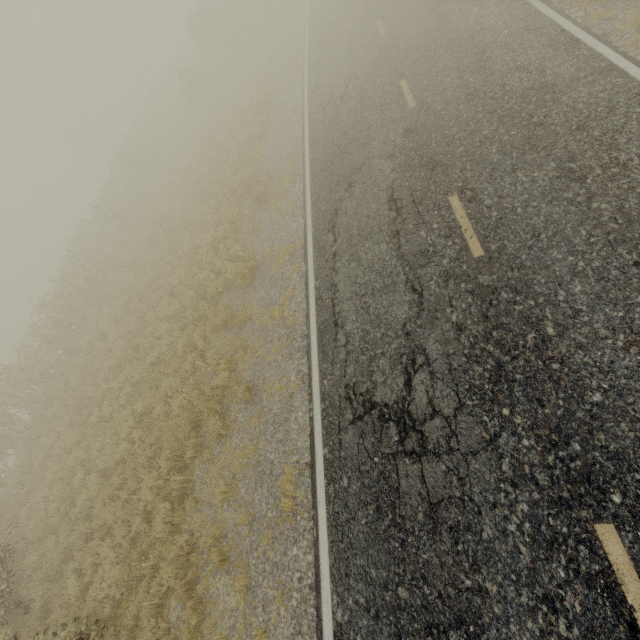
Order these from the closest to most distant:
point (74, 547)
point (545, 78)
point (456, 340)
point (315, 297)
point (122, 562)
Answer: point (456, 340) → point (122, 562) → point (545, 78) → point (315, 297) → point (74, 547)

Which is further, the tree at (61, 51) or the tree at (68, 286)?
the tree at (61, 51)

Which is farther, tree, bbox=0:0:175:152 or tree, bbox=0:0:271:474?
tree, bbox=0:0:175:152
